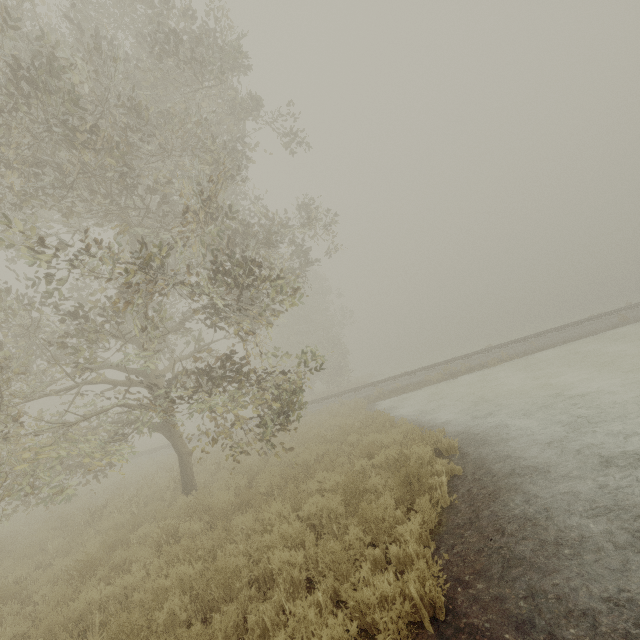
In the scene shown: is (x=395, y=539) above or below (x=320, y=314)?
below

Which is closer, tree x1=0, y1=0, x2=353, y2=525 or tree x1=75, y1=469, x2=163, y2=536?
tree x1=0, y1=0, x2=353, y2=525

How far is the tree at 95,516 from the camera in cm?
848

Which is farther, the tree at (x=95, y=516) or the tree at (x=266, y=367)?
the tree at (x=95, y=516)

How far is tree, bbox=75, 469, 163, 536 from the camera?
8.48m

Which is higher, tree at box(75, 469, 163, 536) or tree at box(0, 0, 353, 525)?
tree at box(0, 0, 353, 525)
